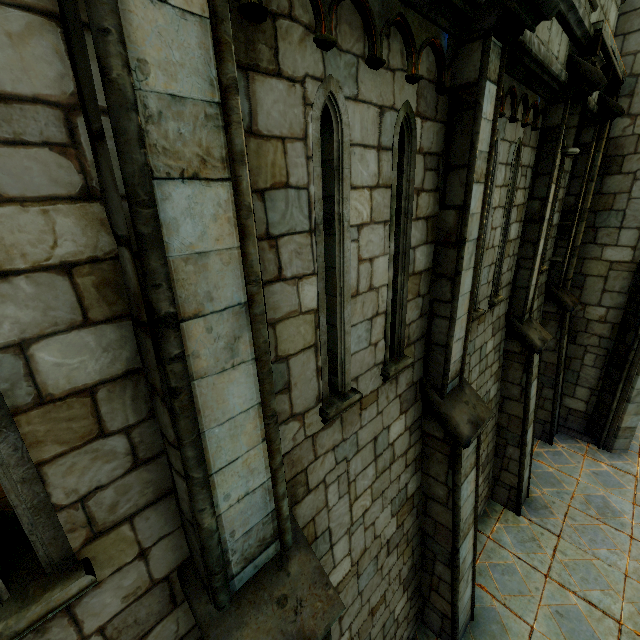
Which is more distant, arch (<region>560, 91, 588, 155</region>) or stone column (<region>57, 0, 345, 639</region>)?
arch (<region>560, 91, 588, 155</region>)

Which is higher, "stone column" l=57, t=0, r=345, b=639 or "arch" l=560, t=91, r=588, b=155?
"arch" l=560, t=91, r=588, b=155

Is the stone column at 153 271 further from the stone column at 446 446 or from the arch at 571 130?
the arch at 571 130

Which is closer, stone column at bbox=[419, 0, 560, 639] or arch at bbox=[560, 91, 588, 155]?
stone column at bbox=[419, 0, 560, 639]

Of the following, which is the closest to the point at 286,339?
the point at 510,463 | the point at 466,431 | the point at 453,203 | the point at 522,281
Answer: the point at 453,203

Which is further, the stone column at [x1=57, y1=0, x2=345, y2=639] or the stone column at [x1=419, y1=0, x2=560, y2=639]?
the stone column at [x1=419, y1=0, x2=560, y2=639]

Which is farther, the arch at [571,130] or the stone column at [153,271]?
the arch at [571,130]

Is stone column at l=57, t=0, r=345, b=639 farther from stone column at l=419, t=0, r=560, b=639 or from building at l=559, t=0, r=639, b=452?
building at l=559, t=0, r=639, b=452
